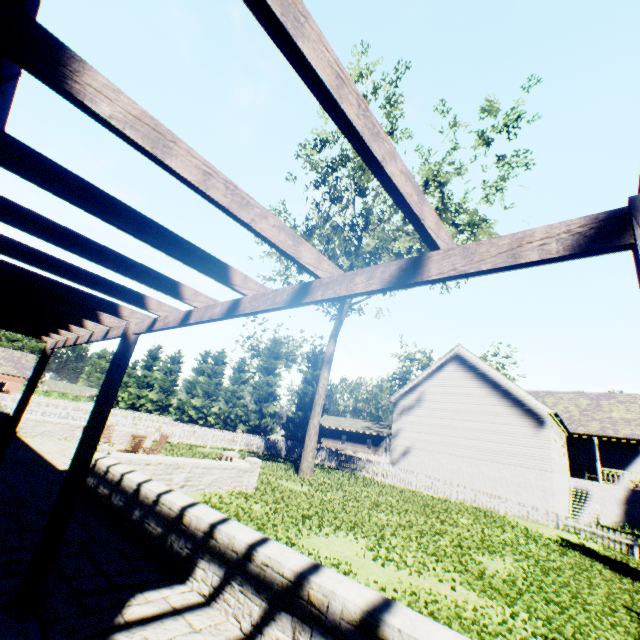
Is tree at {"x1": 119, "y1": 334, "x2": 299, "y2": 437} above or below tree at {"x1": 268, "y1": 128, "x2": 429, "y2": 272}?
below

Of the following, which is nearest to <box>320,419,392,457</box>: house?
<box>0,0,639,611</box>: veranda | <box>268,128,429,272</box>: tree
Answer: <box>268,128,429,272</box>: tree

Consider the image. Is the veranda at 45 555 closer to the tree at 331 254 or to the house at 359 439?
the tree at 331 254

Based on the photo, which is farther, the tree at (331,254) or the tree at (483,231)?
the tree at (483,231)

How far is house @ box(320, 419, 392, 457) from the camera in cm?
4988

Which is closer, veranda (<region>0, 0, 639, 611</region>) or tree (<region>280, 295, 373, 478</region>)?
veranda (<region>0, 0, 639, 611</region>)

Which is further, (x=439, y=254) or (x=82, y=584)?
(x=82, y=584)
